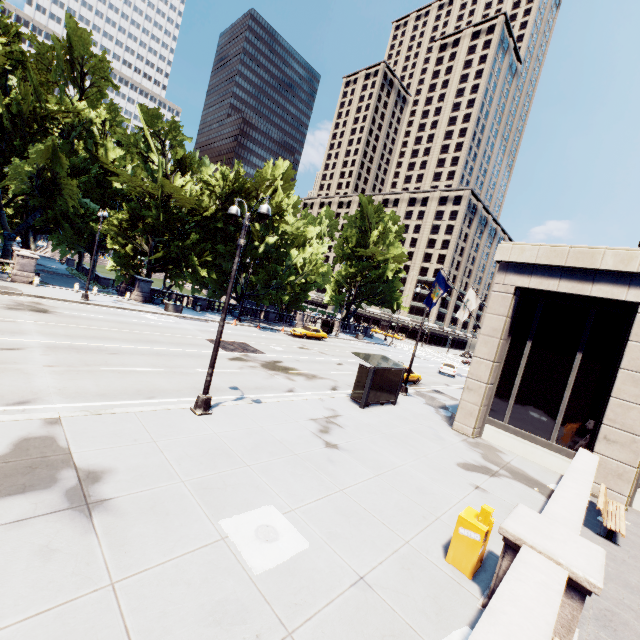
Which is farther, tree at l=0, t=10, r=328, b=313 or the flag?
tree at l=0, t=10, r=328, b=313

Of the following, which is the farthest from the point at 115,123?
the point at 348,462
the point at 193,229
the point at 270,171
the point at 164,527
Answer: the point at 164,527

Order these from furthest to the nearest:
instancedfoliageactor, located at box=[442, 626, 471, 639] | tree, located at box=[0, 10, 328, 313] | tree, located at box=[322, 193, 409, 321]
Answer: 1. tree, located at box=[322, 193, 409, 321]
2. tree, located at box=[0, 10, 328, 313]
3. instancedfoliageactor, located at box=[442, 626, 471, 639]

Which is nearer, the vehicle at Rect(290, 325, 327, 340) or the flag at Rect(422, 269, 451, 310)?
the flag at Rect(422, 269, 451, 310)

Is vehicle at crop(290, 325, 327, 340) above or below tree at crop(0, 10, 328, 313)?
below

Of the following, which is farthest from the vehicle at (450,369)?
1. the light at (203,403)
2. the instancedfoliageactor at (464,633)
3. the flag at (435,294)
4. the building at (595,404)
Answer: the instancedfoliageactor at (464,633)

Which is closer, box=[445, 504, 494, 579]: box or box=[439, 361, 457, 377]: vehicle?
box=[445, 504, 494, 579]: box

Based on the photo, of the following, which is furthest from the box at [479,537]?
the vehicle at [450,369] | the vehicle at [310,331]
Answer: the vehicle at [450,369]
